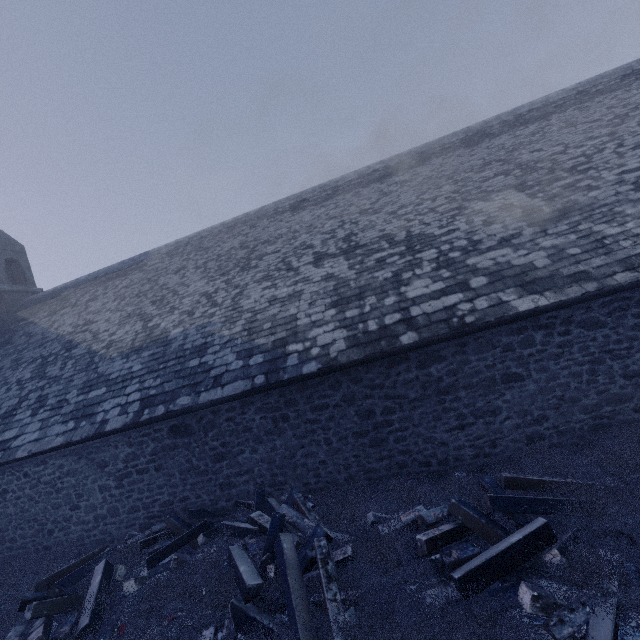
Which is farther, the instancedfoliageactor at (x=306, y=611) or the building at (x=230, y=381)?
the building at (x=230, y=381)

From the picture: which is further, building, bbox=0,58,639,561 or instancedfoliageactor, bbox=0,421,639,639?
building, bbox=0,58,639,561

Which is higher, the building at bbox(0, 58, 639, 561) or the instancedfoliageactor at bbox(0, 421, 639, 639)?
the building at bbox(0, 58, 639, 561)

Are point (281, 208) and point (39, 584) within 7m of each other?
no

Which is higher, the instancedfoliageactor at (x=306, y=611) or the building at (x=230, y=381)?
the building at (x=230, y=381)
